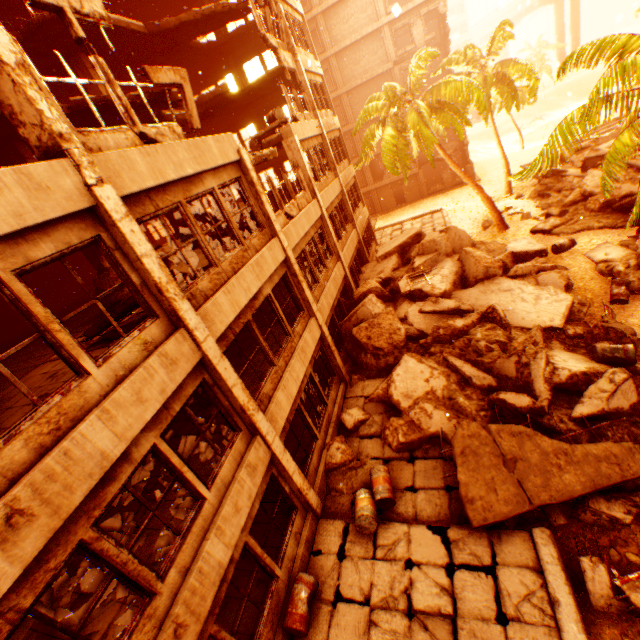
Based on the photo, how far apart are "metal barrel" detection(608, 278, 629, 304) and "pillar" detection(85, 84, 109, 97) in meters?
21.2

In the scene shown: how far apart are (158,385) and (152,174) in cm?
388

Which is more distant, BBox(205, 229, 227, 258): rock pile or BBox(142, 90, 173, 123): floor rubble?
BBox(142, 90, 173, 123): floor rubble

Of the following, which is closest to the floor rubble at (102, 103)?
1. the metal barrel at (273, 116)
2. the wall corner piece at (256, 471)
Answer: the metal barrel at (273, 116)

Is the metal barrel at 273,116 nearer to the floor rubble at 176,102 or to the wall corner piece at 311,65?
the floor rubble at 176,102

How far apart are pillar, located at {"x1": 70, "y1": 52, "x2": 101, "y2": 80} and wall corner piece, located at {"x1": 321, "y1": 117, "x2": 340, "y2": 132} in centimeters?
928cm

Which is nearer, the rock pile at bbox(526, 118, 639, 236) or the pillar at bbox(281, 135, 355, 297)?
the pillar at bbox(281, 135, 355, 297)

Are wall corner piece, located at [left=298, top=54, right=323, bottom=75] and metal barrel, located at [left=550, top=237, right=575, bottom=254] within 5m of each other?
no
